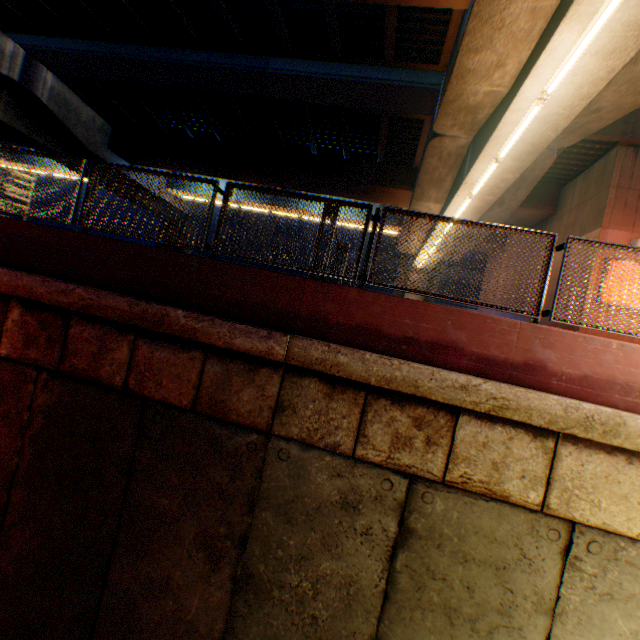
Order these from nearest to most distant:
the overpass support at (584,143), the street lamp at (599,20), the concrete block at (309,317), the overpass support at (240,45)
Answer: the concrete block at (309,317)
the street lamp at (599,20)
the overpass support at (584,143)
the overpass support at (240,45)

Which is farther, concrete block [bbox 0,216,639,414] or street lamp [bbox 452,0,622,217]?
street lamp [bbox 452,0,622,217]

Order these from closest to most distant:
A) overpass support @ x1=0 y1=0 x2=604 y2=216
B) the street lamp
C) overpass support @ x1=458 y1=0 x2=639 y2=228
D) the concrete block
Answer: the concrete block, the street lamp, overpass support @ x1=458 y1=0 x2=639 y2=228, overpass support @ x1=0 y1=0 x2=604 y2=216

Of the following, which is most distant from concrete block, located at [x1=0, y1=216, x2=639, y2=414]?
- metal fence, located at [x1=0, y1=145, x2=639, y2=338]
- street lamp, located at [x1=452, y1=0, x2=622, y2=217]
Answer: street lamp, located at [x1=452, y1=0, x2=622, y2=217]

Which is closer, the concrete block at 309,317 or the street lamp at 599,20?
the concrete block at 309,317

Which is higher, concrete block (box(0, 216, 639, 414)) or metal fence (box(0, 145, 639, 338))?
metal fence (box(0, 145, 639, 338))

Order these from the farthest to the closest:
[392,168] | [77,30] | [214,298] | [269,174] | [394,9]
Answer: [269,174]
[392,168]
[77,30]
[394,9]
[214,298]
